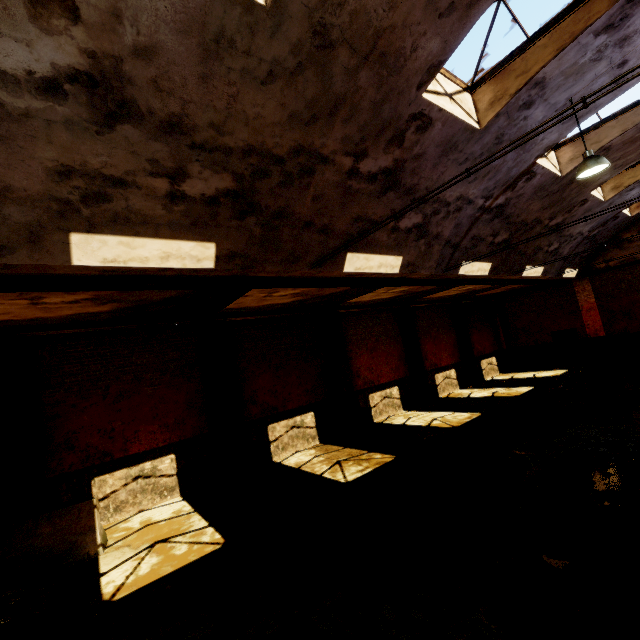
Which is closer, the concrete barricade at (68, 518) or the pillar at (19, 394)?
the concrete barricade at (68, 518)

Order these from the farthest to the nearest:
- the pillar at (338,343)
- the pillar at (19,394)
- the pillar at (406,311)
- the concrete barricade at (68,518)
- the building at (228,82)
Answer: the pillar at (406,311)
the pillar at (338,343)
the pillar at (19,394)
the concrete barricade at (68,518)
the building at (228,82)

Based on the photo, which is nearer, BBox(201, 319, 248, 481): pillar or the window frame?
the window frame

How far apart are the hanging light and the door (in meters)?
Result: 16.05

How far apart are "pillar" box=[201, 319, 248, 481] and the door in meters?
19.9 m

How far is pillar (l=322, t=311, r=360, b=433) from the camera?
12.95m

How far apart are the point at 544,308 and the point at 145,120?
23.2m

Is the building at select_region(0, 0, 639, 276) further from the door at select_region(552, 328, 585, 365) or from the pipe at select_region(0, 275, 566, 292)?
the door at select_region(552, 328, 585, 365)
